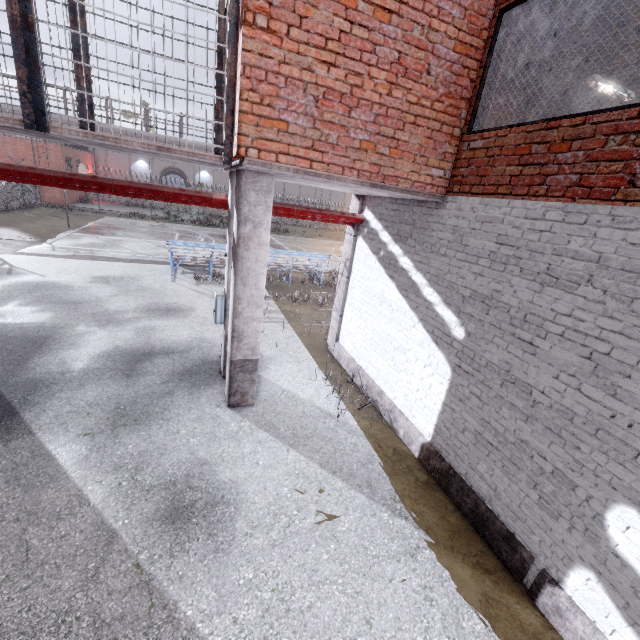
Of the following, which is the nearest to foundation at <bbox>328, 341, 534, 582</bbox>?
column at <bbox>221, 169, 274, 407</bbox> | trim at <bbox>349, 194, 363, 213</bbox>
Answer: trim at <bbox>349, 194, 363, 213</bbox>

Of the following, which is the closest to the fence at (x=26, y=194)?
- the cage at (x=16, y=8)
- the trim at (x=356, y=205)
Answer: the trim at (x=356, y=205)

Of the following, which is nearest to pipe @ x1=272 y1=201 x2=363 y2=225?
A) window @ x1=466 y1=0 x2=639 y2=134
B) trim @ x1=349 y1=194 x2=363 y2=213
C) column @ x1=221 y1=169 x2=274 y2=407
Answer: trim @ x1=349 y1=194 x2=363 y2=213

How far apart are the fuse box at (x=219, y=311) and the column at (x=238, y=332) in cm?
50

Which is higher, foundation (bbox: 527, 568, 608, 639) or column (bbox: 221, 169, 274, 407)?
column (bbox: 221, 169, 274, 407)

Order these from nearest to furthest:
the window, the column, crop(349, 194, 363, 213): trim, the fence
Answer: the window
the column
crop(349, 194, 363, 213): trim
the fence

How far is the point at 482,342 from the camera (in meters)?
4.24

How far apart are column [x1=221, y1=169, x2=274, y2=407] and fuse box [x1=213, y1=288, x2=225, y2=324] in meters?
0.5
